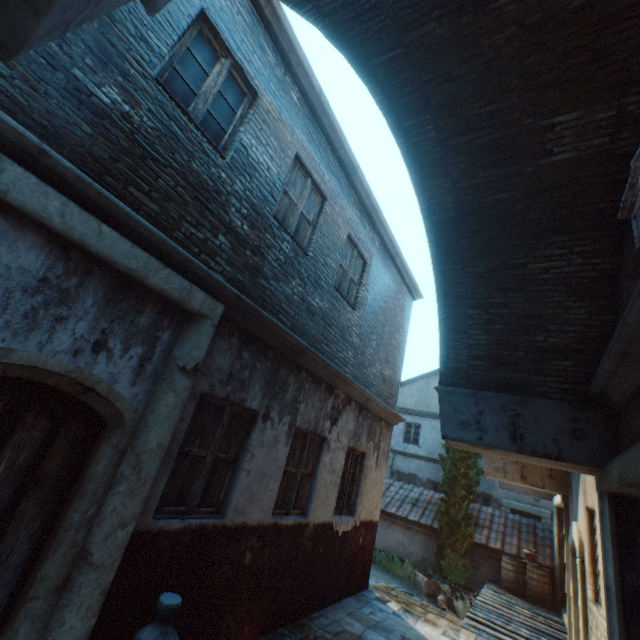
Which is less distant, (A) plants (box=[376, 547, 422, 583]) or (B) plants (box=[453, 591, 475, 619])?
(B) plants (box=[453, 591, 475, 619])

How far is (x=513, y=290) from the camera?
4.2m

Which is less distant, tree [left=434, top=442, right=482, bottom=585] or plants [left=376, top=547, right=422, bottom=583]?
tree [left=434, top=442, right=482, bottom=585]

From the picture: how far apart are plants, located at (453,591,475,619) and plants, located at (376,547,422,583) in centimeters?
164cm

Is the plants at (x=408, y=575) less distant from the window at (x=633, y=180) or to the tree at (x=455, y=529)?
the tree at (x=455, y=529)

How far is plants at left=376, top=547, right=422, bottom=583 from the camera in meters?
12.3

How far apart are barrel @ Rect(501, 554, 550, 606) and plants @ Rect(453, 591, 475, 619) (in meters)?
1.35

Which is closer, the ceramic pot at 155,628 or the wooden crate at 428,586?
the ceramic pot at 155,628
